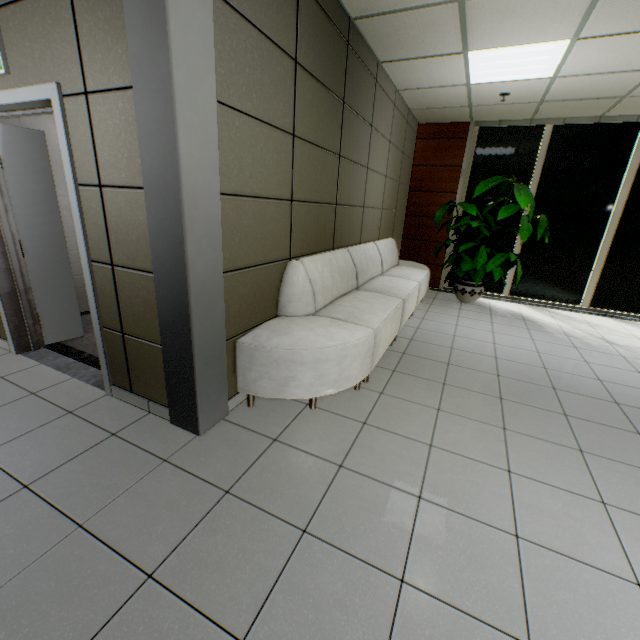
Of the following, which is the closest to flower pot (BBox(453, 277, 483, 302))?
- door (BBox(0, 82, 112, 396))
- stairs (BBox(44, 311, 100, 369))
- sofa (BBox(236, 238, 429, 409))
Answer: sofa (BBox(236, 238, 429, 409))

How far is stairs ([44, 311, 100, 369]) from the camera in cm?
318

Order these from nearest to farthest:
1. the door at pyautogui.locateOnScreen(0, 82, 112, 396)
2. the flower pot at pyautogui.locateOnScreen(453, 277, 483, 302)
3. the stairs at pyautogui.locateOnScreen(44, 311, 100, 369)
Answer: the door at pyautogui.locateOnScreen(0, 82, 112, 396) < the stairs at pyautogui.locateOnScreen(44, 311, 100, 369) < the flower pot at pyautogui.locateOnScreen(453, 277, 483, 302)

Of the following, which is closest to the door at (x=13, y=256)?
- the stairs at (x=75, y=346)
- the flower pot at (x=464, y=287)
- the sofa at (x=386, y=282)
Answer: the stairs at (x=75, y=346)

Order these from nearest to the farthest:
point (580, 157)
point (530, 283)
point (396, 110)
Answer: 1. point (396, 110)
2. point (580, 157)
3. point (530, 283)

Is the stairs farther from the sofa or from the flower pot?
the flower pot
